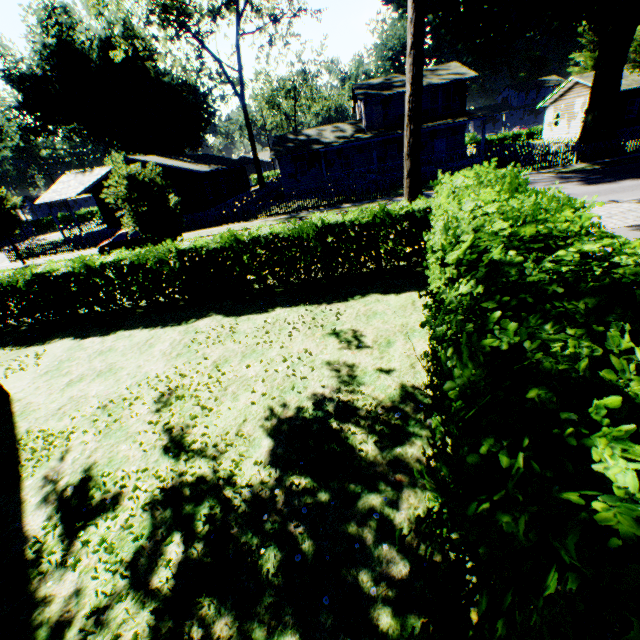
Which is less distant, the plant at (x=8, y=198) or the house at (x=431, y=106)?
the plant at (x=8, y=198)

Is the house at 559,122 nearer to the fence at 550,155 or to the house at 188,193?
the fence at 550,155

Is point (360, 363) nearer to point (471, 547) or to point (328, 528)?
point (328, 528)

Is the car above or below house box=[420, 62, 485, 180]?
below

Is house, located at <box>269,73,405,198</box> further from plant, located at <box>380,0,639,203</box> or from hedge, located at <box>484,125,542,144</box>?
hedge, located at <box>484,125,542,144</box>

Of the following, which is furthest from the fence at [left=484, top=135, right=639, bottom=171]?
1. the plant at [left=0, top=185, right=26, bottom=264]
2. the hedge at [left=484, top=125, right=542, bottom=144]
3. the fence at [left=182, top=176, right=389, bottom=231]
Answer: the plant at [left=0, top=185, right=26, bottom=264]

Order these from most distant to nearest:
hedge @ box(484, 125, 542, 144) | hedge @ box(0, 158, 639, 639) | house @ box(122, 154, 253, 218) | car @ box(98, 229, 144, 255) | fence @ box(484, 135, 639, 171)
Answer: hedge @ box(484, 125, 542, 144), house @ box(122, 154, 253, 218), fence @ box(484, 135, 639, 171), car @ box(98, 229, 144, 255), hedge @ box(0, 158, 639, 639)

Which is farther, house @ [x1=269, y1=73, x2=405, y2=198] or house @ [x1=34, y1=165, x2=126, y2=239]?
house @ [x1=269, y1=73, x2=405, y2=198]
